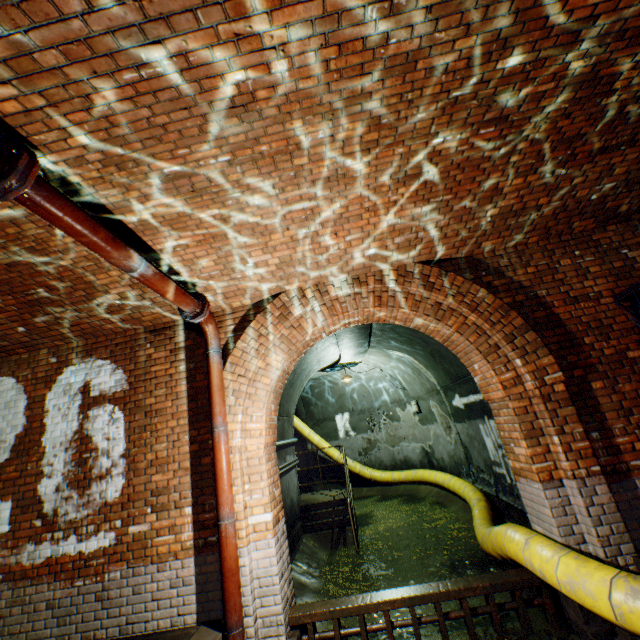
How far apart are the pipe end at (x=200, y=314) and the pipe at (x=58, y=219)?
0.0m

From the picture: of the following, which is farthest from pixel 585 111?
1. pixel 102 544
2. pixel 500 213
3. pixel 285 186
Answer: pixel 102 544

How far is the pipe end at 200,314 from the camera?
4.0 meters

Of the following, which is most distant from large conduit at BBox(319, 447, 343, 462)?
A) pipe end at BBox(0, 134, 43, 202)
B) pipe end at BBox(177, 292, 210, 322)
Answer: pipe end at BBox(0, 134, 43, 202)

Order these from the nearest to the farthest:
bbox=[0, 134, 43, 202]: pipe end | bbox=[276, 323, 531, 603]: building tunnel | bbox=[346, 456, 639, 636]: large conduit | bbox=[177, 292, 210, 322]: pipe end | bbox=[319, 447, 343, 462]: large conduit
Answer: bbox=[0, 134, 43, 202]: pipe end, bbox=[346, 456, 639, 636]: large conduit, bbox=[177, 292, 210, 322]: pipe end, bbox=[276, 323, 531, 603]: building tunnel, bbox=[319, 447, 343, 462]: large conduit

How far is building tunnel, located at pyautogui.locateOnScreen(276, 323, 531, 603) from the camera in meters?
6.0 m

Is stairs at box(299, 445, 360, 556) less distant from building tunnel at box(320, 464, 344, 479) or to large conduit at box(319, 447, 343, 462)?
building tunnel at box(320, 464, 344, 479)

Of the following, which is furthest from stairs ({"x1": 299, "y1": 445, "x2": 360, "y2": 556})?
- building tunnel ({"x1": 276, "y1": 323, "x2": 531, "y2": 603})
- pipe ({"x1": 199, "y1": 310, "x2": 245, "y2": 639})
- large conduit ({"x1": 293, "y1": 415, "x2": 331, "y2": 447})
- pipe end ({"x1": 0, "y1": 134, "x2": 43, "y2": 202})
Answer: pipe end ({"x1": 0, "y1": 134, "x2": 43, "y2": 202})
